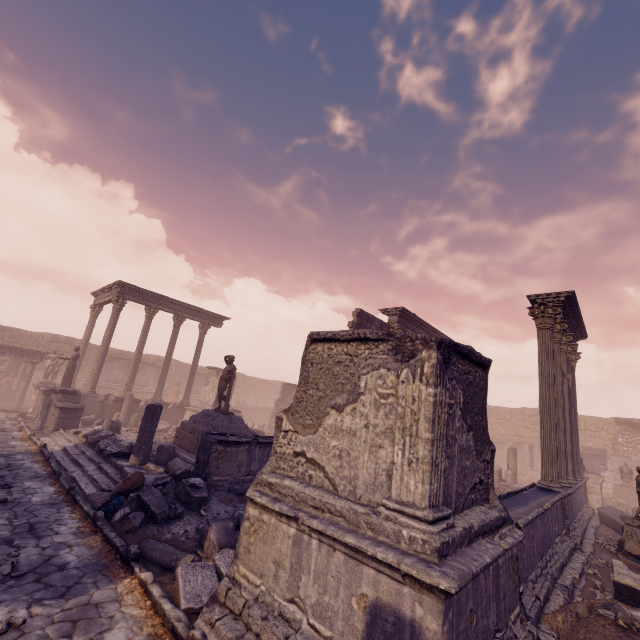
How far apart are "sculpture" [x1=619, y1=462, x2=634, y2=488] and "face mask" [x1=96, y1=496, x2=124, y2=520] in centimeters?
2427cm

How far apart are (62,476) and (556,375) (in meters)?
15.34

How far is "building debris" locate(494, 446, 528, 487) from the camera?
15.88m

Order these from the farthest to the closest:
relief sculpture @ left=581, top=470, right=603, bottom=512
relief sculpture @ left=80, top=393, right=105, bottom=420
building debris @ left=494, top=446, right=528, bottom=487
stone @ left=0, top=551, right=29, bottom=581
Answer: Answer: relief sculpture @ left=80, top=393, right=105, bottom=420, building debris @ left=494, top=446, right=528, bottom=487, relief sculpture @ left=581, top=470, right=603, bottom=512, stone @ left=0, top=551, right=29, bottom=581

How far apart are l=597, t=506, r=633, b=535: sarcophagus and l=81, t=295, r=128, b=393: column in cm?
2371

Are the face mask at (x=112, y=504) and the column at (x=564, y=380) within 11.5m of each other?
no

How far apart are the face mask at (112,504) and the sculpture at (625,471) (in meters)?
24.27

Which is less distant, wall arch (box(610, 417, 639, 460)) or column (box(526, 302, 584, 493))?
column (box(526, 302, 584, 493))
